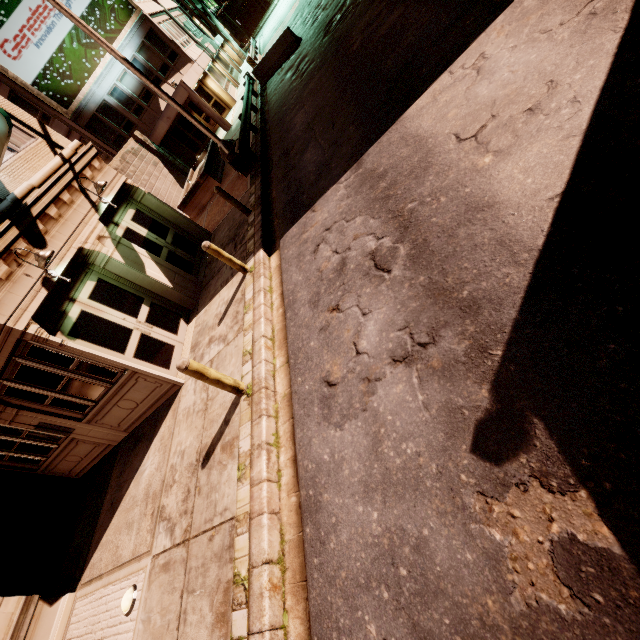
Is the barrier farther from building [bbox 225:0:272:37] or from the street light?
building [bbox 225:0:272:37]

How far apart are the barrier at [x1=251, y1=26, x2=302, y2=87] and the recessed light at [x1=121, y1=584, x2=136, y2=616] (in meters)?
23.29

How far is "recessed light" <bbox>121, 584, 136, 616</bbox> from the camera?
5.2m

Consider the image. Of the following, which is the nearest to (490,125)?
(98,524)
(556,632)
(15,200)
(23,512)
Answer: (556,632)

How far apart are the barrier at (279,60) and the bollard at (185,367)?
20.17m

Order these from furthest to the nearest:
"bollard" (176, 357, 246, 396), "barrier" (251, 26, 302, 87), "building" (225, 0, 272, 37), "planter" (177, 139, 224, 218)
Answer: "building" (225, 0, 272, 37) < "barrier" (251, 26, 302, 87) < "planter" (177, 139, 224, 218) < "bollard" (176, 357, 246, 396)

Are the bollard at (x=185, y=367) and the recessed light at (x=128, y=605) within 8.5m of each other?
yes

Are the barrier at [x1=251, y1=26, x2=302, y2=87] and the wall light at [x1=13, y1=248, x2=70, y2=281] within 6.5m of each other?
no
